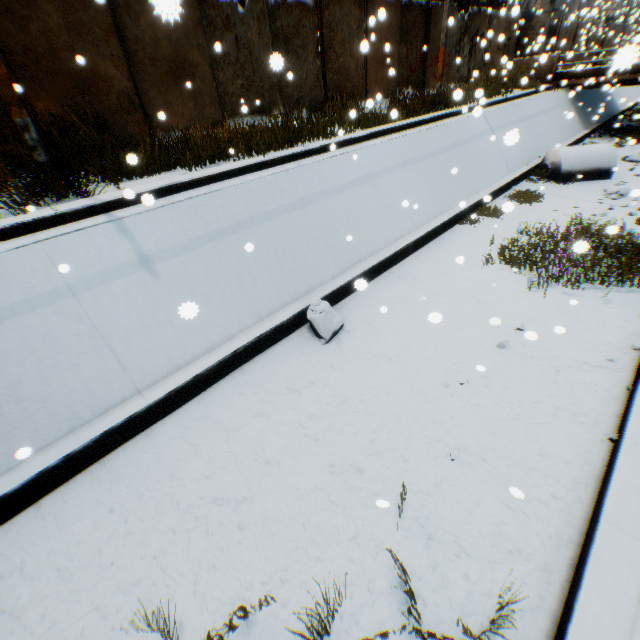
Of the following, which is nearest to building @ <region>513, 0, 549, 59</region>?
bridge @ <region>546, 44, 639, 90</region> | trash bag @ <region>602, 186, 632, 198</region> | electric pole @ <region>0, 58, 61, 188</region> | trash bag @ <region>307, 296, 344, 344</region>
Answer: bridge @ <region>546, 44, 639, 90</region>

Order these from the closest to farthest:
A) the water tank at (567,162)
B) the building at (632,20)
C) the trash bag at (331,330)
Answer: the trash bag at (331,330), the water tank at (567,162), the building at (632,20)

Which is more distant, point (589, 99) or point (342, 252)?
point (589, 99)

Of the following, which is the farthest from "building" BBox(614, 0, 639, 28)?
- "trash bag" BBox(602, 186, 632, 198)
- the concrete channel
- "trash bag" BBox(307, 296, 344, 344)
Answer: "trash bag" BBox(307, 296, 344, 344)

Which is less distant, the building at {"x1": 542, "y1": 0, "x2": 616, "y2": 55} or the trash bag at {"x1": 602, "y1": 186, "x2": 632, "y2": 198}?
the trash bag at {"x1": 602, "y1": 186, "x2": 632, "y2": 198}

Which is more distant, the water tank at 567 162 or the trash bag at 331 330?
the water tank at 567 162

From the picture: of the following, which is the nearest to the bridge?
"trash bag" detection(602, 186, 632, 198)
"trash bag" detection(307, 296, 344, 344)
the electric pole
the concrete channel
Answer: the concrete channel

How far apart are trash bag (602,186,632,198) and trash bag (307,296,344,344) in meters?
10.4
